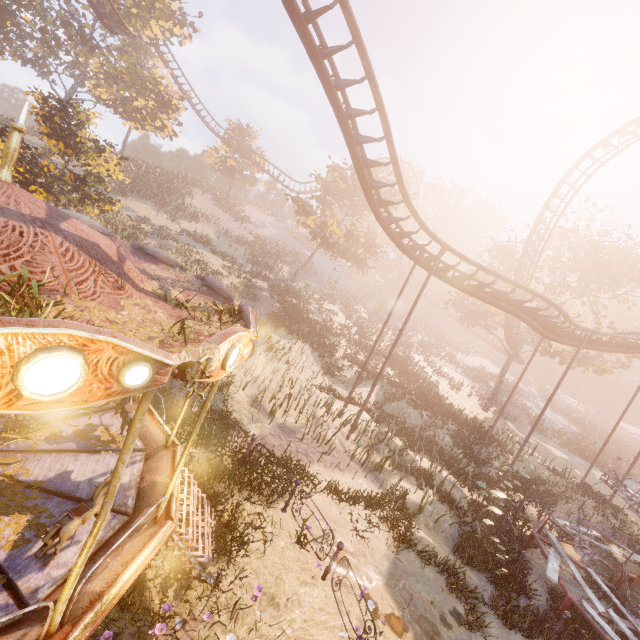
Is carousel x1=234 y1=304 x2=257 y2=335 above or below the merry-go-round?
above

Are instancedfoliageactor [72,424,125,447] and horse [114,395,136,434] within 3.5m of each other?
yes

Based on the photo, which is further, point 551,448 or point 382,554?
point 551,448

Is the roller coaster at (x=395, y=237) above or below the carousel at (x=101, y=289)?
above

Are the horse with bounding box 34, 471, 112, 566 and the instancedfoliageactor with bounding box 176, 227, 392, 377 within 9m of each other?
no

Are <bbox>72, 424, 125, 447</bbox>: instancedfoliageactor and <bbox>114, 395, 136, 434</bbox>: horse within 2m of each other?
yes

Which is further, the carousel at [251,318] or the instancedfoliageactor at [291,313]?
the instancedfoliageactor at [291,313]

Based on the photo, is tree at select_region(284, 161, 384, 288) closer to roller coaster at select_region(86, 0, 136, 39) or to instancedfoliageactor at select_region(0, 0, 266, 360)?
roller coaster at select_region(86, 0, 136, 39)
